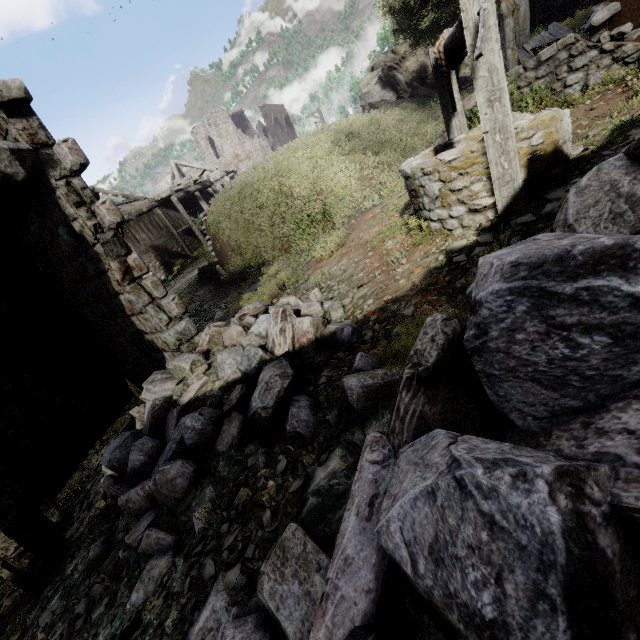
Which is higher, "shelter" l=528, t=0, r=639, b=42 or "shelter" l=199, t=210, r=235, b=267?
"shelter" l=528, t=0, r=639, b=42

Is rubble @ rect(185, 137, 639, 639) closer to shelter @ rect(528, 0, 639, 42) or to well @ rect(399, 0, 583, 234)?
well @ rect(399, 0, 583, 234)

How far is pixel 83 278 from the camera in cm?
596

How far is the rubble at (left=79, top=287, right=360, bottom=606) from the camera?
3.1m

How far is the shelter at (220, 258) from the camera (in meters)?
14.05

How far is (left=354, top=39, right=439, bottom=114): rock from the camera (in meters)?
22.45

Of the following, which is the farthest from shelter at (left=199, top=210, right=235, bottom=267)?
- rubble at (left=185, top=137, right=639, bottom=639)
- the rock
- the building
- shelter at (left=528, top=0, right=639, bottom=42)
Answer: shelter at (left=528, top=0, right=639, bottom=42)

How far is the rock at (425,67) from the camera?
22.45m
